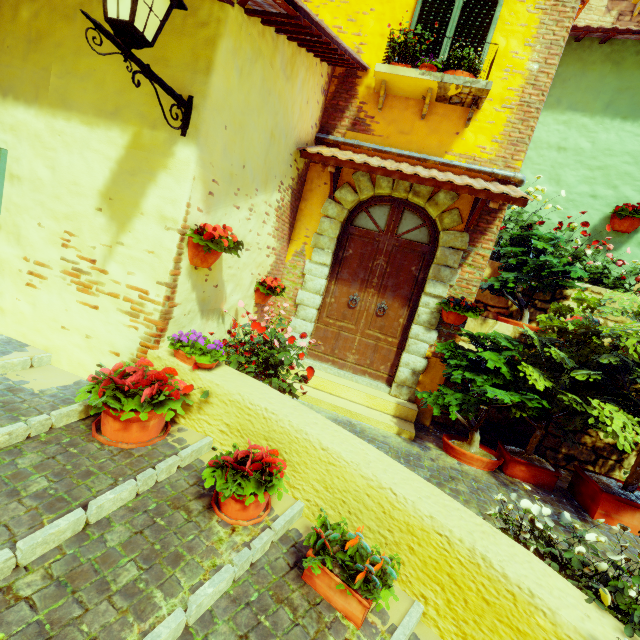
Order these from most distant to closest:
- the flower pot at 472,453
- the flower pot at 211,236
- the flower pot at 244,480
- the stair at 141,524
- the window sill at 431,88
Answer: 1. the window sill at 431,88
2. the flower pot at 472,453
3. the flower pot at 211,236
4. the flower pot at 244,480
5. the stair at 141,524

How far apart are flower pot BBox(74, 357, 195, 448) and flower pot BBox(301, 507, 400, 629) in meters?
1.3

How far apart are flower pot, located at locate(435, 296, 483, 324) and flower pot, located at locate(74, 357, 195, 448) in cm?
309

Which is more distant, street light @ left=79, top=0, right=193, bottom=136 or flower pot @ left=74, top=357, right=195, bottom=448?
flower pot @ left=74, top=357, right=195, bottom=448

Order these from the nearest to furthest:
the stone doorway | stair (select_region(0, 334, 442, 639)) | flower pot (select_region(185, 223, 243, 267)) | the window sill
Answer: stair (select_region(0, 334, 442, 639)) < flower pot (select_region(185, 223, 243, 267)) < the window sill < the stone doorway

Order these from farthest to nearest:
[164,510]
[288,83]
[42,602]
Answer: [288,83], [164,510], [42,602]

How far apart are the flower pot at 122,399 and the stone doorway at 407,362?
2.4m

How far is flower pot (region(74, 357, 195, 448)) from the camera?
2.3m
